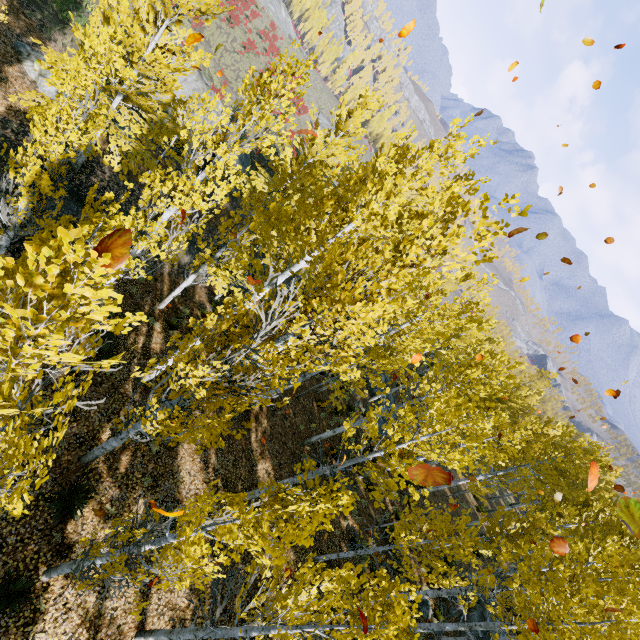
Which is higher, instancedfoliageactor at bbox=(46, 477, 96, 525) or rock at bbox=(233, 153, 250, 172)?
rock at bbox=(233, 153, 250, 172)

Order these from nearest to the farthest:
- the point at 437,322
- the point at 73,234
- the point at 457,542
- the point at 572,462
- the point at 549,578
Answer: the point at 73,234 < the point at 549,578 < the point at 437,322 < the point at 457,542 < the point at 572,462

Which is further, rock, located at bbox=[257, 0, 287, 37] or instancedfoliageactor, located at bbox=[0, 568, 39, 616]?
rock, located at bbox=[257, 0, 287, 37]

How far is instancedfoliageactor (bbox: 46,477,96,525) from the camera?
7.7 meters

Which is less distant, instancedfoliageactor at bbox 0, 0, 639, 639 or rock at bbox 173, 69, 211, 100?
instancedfoliageactor at bbox 0, 0, 639, 639

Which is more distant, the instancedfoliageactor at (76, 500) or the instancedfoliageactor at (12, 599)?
the instancedfoliageactor at (76, 500)

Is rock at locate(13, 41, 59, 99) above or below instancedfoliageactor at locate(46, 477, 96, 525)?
above

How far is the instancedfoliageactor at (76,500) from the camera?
7.70m
